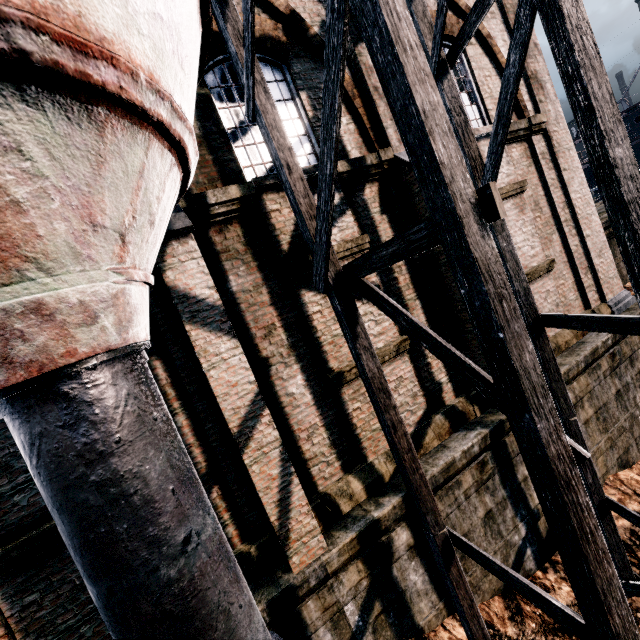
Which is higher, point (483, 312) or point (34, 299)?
point (34, 299)

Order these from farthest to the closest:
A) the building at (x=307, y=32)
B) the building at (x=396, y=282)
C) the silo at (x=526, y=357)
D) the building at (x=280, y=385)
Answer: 1. the building at (x=396, y=282)
2. the building at (x=307, y=32)
3. the building at (x=280, y=385)
4. the silo at (x=526, y=357)

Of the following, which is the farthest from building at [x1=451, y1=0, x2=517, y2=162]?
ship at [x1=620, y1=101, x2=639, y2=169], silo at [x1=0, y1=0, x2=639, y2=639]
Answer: ship at [x1=620, y1=101, x2=639, y2=169]

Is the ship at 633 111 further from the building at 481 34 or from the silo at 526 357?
the silo at 526 357

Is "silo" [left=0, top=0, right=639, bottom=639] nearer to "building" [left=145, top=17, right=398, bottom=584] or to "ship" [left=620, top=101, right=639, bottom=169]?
"building" [left=145, top=17, right=398, bottom=584]
